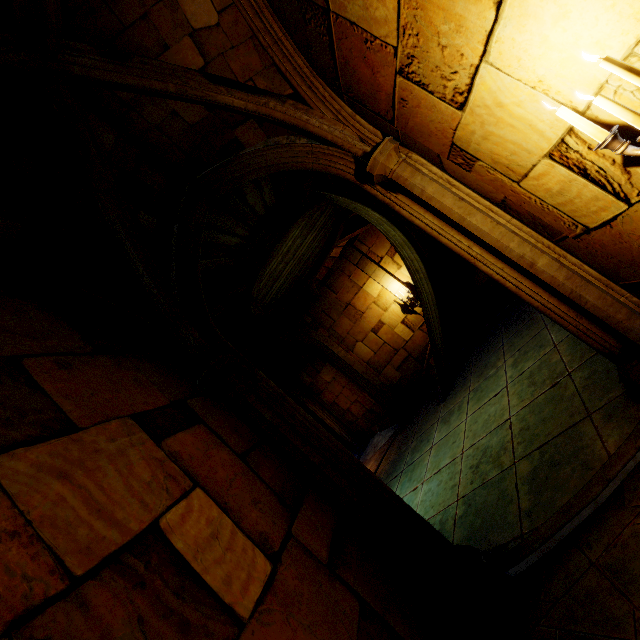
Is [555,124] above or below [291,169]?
below
